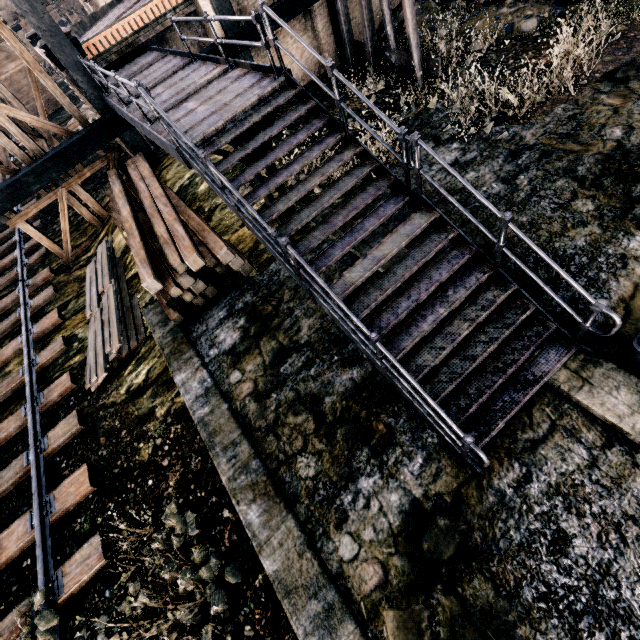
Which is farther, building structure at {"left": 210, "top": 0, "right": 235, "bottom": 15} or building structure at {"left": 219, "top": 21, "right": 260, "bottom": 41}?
building structure at {"left": 219, "top": 21, "right": 260, "bottom": 41}

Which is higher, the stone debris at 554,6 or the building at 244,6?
the building at 244,6

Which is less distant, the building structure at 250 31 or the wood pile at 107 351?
the wood pile at 107 351

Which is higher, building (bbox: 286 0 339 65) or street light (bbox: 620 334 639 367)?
building (bbox: 286 0 339 65)

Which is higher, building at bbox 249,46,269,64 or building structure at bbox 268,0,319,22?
building structure at bbox 268,0,319,22

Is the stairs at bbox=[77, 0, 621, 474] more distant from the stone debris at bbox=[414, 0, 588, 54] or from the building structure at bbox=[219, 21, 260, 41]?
the stone debris at bbox=[414, 0, 588, 54]

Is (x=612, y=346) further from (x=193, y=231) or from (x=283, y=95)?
(x=193, y=231)

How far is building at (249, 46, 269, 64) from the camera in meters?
14.7 m
